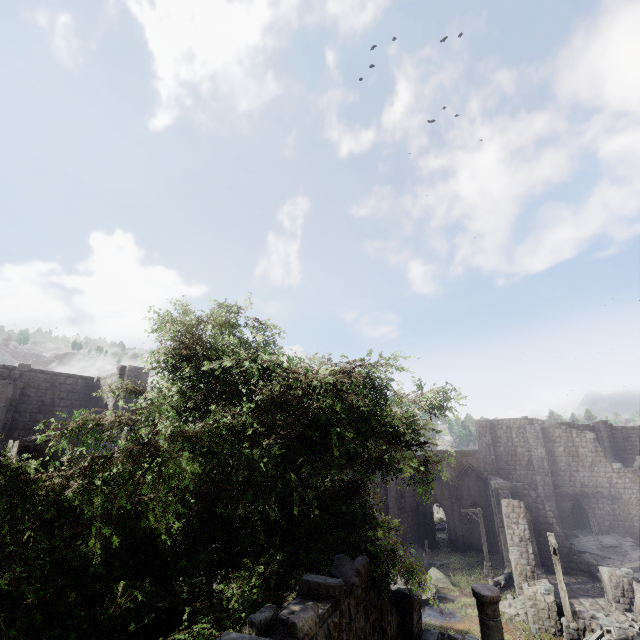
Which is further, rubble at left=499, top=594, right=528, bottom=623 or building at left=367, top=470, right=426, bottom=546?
building at left=367, top=470, right=426, bottom=546

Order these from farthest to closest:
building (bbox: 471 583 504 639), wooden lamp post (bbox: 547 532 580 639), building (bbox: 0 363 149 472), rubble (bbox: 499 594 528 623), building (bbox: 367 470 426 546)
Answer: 1. building (bbox: 367 470 426 546)
2. rubble (bbox: 499 594 528 623)
3. wooden lamp post (bbox: 547 532 580 639)
4. building (bbox: 0 363 149 472)
5. building (bbox: 471 583 504 639)

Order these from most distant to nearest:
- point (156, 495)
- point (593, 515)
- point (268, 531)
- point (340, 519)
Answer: point (593, 515)
point (340, 519)
point (268, 531)
point (156, 495)

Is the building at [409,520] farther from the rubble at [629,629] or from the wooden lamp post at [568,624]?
the wooden lamp post at [568,624]

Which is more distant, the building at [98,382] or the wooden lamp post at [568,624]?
the wooden lamp post at [568,624]

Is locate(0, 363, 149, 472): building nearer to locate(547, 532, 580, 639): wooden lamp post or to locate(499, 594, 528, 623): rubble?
locate(499, 594, 528, 623): rubble

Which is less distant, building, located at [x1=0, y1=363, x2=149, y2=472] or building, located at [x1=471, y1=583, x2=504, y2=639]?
building, located at [x1=471, y1=583, x2=504, y2=639]
